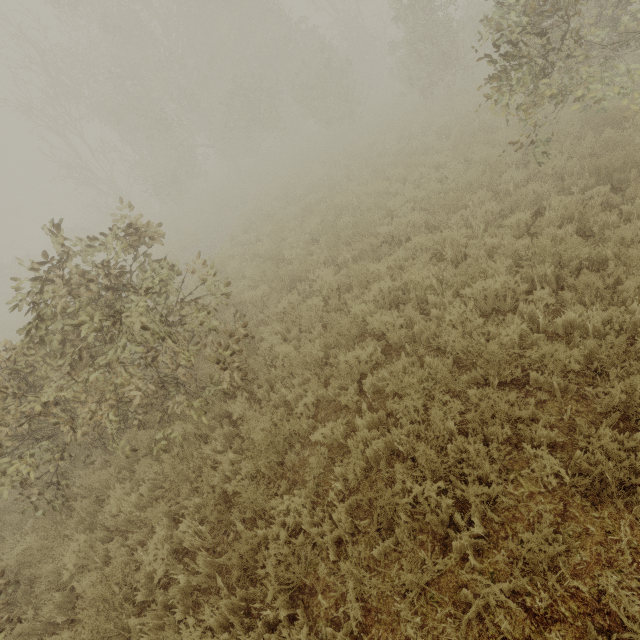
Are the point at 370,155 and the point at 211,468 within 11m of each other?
no

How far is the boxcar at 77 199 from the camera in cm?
5441

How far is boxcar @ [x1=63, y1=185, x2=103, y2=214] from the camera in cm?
5441
